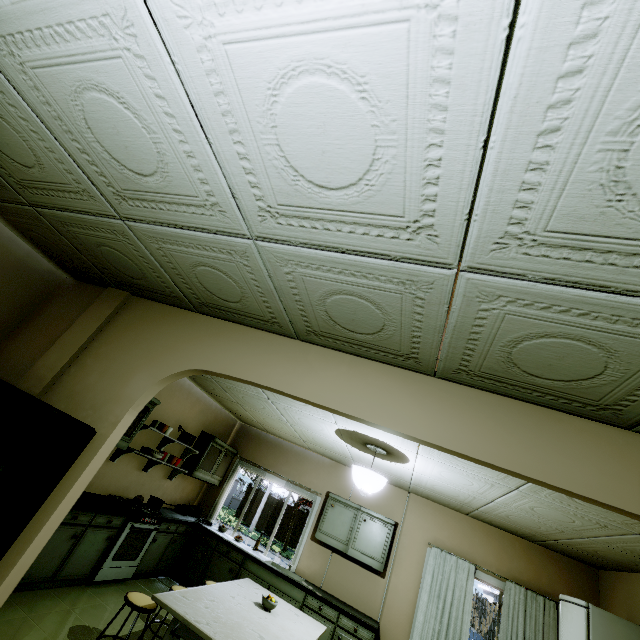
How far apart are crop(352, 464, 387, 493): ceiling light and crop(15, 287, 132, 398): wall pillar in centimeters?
323cm

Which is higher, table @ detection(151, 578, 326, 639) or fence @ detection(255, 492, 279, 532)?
table @ detection(151, 578, 326, 639)

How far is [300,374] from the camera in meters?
2.3 m

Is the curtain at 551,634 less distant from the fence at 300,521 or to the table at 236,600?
the table at 236,600

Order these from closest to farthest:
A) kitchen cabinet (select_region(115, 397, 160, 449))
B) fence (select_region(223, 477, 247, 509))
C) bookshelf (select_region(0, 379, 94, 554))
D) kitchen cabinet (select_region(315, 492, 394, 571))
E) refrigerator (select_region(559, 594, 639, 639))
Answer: bookshelf (select_region(0, 379, 94, 554))
refrigerator (select_region(559, 594, 639, 639))
kitchen cabinet (select_region(115, 397, 160, 449))
kitchen cabinet (select_region(315, 492, 394, 571))
fence (select_region(223, 477, 247, 509))

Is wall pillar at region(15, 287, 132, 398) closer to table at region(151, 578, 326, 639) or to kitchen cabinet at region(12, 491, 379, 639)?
kitchen cabinet at region(12, 491, 379, 639)

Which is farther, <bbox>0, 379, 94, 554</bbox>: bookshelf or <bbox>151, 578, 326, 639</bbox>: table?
<bbox>151, 578, 326, 639</bbox>: table

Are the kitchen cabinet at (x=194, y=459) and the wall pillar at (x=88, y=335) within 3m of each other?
no
